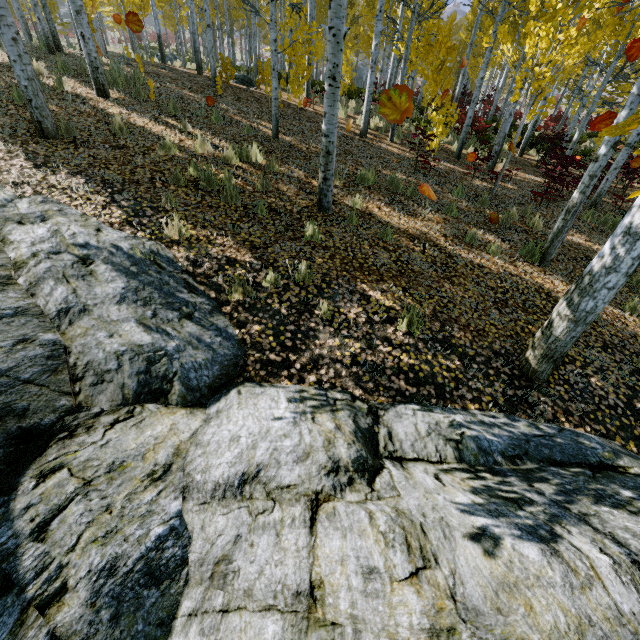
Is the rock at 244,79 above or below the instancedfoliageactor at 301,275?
above

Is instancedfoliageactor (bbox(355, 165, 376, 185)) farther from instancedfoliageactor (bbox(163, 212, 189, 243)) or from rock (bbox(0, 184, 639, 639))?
instancedfoliageactor (bbox(163, 212, 189, 243))

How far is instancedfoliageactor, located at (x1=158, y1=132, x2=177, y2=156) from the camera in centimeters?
596cm

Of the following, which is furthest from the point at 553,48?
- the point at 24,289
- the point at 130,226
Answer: the point at 24,289

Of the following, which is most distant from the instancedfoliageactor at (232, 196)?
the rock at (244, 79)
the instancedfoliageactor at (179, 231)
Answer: the instancedfoliageactor at (179, 231)

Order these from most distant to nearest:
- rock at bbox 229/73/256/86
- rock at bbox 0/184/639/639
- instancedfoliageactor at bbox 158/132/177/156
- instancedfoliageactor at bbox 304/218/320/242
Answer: rock at bbox 229/73/256/86 → instancedfoliageactor at bbox 158/132/177/156 → instancedfoliageactor at bbox 304/218/320/242 → rock at bbox 0/184/639/639
